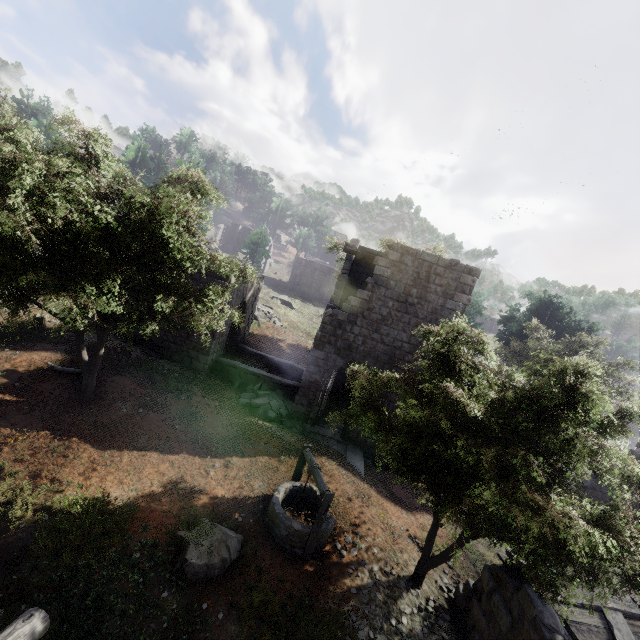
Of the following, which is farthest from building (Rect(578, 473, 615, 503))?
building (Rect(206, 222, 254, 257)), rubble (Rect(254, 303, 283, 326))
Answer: building (Rect(206, 222, 254, 257))

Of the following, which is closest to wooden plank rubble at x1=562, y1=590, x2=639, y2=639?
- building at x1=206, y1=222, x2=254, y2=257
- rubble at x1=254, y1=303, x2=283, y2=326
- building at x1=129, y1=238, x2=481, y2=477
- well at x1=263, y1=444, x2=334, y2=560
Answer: building at x1=129, y1=238, x2=481, y2=477

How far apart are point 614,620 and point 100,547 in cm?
1280

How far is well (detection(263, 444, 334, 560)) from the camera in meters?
8.6

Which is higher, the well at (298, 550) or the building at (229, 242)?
the building at (229, 242)

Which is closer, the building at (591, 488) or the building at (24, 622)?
the building at (24, 622)

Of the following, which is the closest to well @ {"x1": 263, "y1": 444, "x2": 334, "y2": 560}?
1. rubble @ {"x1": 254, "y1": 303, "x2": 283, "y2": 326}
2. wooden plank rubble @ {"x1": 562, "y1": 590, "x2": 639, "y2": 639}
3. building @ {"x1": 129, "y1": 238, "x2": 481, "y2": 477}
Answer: building @ {"x1": 129, "y1": 238, "x2": 481, "y2": 477}

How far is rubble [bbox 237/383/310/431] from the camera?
15.1m
